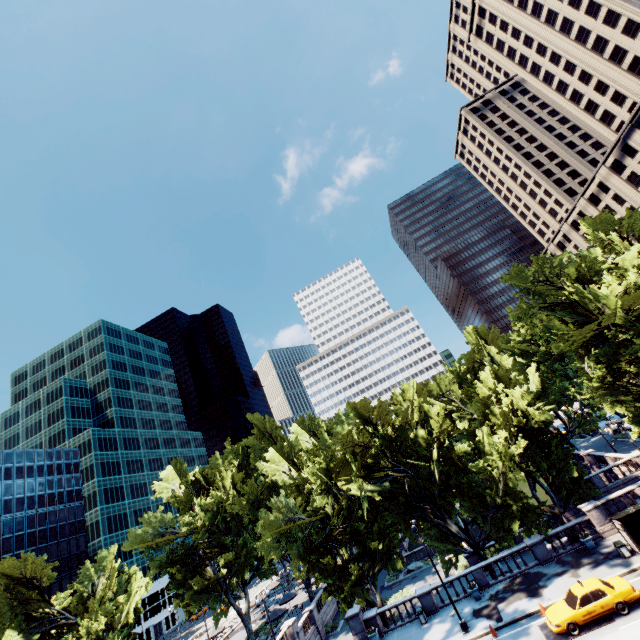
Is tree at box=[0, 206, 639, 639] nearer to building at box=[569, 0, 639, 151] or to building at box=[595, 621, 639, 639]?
building at box=[569, 0, 639, 151]

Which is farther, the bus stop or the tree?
the tree

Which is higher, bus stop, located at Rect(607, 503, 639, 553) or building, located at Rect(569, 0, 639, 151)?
building, located at Rect(569, 0, 639, 151)

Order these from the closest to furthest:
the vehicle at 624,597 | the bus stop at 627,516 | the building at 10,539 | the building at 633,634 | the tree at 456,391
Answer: the building at 633,634 < the vehicle at 624,597 < the bus stop at 627,516 < the tree at 456,391 < the building at 10,539

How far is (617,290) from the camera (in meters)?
29.64

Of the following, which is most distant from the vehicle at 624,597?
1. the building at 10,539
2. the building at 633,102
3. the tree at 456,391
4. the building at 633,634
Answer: the building at 10,539

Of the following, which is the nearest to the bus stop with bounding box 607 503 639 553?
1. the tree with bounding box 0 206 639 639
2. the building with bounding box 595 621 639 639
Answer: the tree with bounding box 0 206 639 639

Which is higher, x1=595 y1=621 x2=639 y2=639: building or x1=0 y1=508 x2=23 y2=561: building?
x1=0 y1=508 x2=23 y2=561: building
